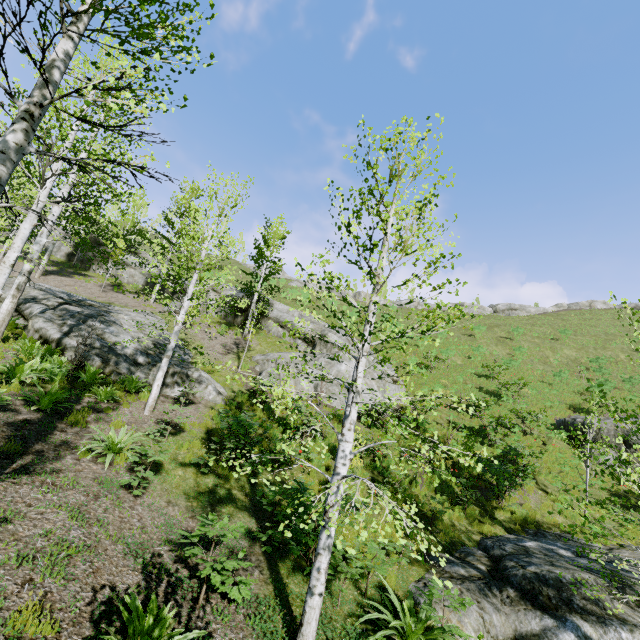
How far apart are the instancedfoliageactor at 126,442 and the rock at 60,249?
30.3 meters

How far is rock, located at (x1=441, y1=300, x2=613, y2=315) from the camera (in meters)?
47.03

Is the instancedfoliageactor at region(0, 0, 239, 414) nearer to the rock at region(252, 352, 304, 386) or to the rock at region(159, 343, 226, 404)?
the rock at region(159, 343, 226, 404)

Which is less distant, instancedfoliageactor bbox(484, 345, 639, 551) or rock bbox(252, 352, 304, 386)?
instancedfoliageactor bbox(484, 345, 639, 551)

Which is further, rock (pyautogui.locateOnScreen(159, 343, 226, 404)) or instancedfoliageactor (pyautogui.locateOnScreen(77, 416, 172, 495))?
rock (pyautogui.locateOnScreen(159, 343, 226, 404))

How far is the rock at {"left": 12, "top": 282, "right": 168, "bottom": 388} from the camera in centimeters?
1115cm

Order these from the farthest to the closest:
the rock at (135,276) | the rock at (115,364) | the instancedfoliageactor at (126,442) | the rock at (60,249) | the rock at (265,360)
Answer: the rock at (60,249)
the rock at (135,276)
the rock at (265,360)
the rock at (115,364)
the instancedfoliageactor at (126,442)

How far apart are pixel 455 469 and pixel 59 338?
15.44m
